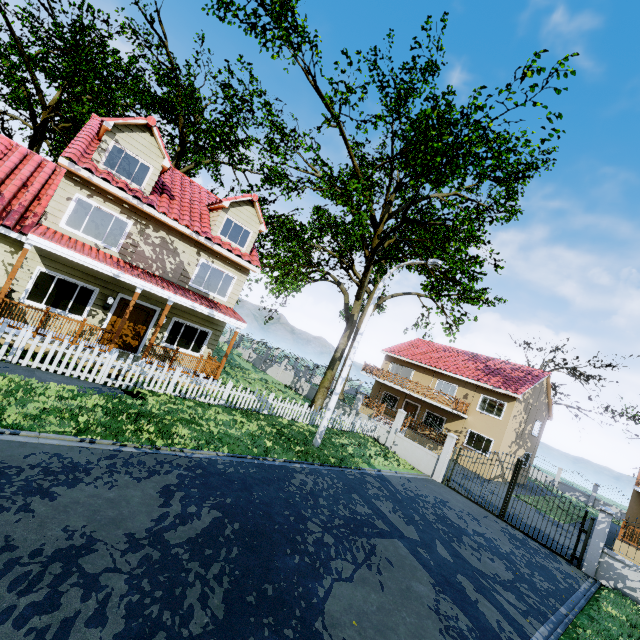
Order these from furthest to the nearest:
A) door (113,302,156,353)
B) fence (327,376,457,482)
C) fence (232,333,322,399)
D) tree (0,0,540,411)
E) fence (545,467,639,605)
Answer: fence (232,333,322,399) < fence (327,376,457,482) < door (113,302,156,353) < tree (0,0,540,411) < fence (545,467,639,605)

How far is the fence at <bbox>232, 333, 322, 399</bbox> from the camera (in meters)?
26.48

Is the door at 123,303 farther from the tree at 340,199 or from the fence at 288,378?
the tree at 340,199

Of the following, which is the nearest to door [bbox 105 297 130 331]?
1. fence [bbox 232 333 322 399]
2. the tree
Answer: fence [bbox 232 333 322 399]

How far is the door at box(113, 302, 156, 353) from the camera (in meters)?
13.64

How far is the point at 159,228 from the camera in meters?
13.7

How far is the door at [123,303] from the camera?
13.26m

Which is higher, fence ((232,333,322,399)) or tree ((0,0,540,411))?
tree ((0,0,540,411))
